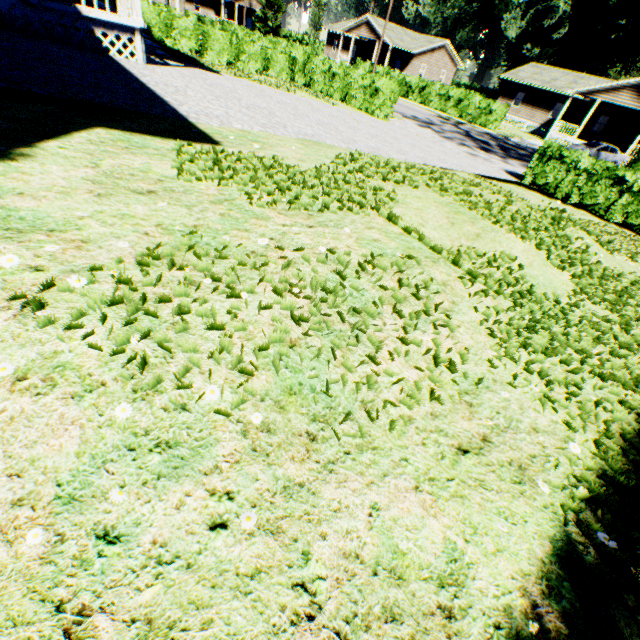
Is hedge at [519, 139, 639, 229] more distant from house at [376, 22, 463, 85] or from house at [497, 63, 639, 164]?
house at [376, 22, 463, 85]

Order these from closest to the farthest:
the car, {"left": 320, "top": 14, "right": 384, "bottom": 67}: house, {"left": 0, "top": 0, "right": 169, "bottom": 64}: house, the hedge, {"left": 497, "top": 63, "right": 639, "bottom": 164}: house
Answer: {"left": 0, "top": 0, "right": 169, "bottom": 64}: house
the hedge
the car
{"left": 497, "top": 63, "right": 639, "bottom": 164}: house
{"left": 320, "top": 14, "right": 384, "bottom": 67}: house

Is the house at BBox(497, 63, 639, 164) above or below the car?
above

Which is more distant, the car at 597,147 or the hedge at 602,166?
the car at 597,147

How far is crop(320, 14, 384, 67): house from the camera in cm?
4225

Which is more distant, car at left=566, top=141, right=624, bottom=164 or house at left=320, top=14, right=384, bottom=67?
house at left=320, top=14, right=384, bottom=67

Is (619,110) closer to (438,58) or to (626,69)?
(438,58)

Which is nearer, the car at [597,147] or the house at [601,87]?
the car at [597,147]
